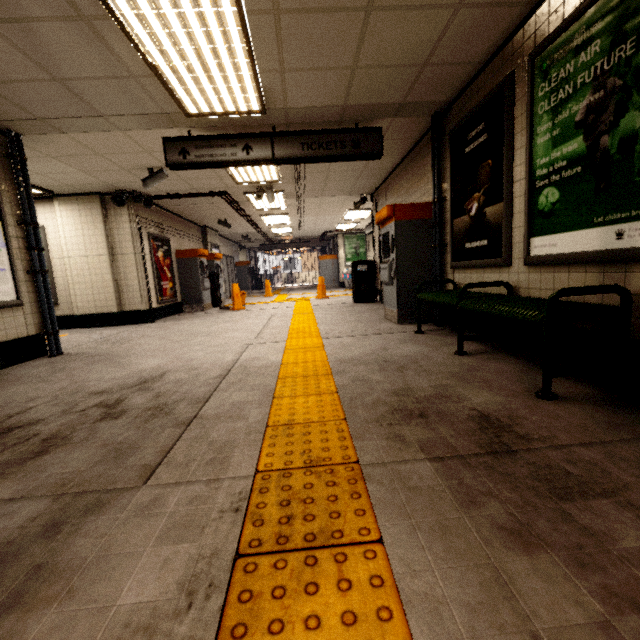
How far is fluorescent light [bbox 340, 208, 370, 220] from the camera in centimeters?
1098cm

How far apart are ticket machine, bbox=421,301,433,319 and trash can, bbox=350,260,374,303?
2.9m

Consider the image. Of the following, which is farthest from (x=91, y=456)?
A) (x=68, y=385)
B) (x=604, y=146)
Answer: (x=604, y=146)

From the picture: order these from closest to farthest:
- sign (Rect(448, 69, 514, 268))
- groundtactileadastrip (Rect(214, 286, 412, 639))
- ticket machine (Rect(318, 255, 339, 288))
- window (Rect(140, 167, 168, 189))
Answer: groundtactileadastrip (Rect(214, 286, 412, 639)) < sign (Rect(448, 69, 514, 268)) < window (Rect(140, 167, 168, 189)) < ticket machine (Rect(318, 255, 339, 288))

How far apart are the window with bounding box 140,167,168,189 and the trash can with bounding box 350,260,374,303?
4.88m

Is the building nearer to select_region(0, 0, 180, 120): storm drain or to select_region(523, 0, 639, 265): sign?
select_region(0, 0, 180, 120): storm drain

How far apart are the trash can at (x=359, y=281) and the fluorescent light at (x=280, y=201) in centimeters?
250cm

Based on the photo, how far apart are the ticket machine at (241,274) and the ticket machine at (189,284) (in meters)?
7.67
